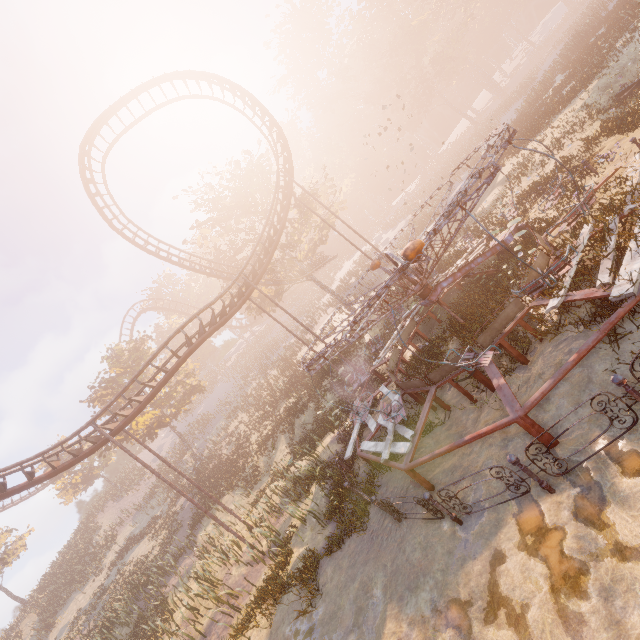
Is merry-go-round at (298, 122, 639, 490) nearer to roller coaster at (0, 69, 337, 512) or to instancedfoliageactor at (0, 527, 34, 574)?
roller coaster at (0, 69, 337, 512)

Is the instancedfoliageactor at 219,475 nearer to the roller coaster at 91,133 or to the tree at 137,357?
the roller coaster at 91,133

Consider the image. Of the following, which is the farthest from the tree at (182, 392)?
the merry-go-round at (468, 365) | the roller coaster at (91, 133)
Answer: the merry-go-round at (468, 365)

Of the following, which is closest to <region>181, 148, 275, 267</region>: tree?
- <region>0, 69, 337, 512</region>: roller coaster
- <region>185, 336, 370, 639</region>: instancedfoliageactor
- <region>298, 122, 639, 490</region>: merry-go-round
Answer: <region>0, 69, 337, 512</region>: roller coaster

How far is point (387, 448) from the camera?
8.96m

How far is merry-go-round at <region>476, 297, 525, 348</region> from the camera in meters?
8.2 m

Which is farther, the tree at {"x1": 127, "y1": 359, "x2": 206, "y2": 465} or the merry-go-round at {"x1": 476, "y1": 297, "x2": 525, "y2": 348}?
the tree at {"x1": 127, "y1": 359, "x2": 206, "y2": 465}

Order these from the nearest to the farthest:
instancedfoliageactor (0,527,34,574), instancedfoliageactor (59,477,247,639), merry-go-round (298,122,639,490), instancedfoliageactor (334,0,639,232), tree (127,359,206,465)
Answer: merry-go-round (298,122,639,490)
instancedfoliageactor (59,477,247,639)
instancedfoliageactor (334,0,639,232)
tree (127,359,206,465)
instancedfoliageactor (0,527,34,574)
